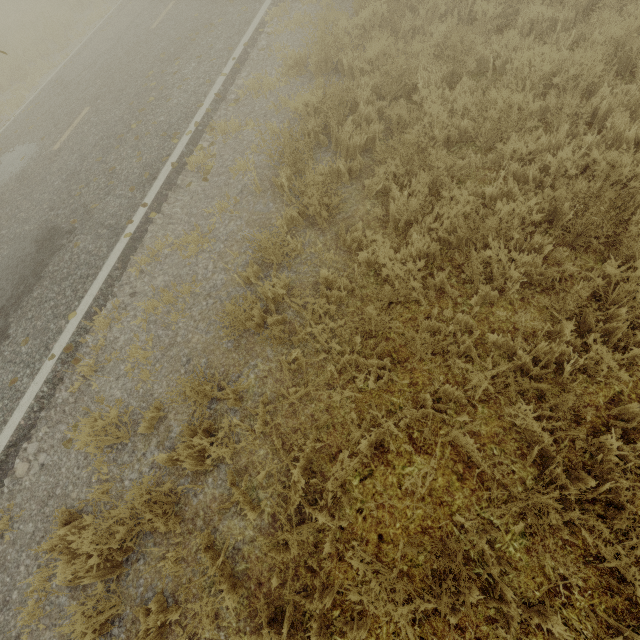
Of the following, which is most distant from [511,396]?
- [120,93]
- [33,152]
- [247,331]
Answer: [33,152]
